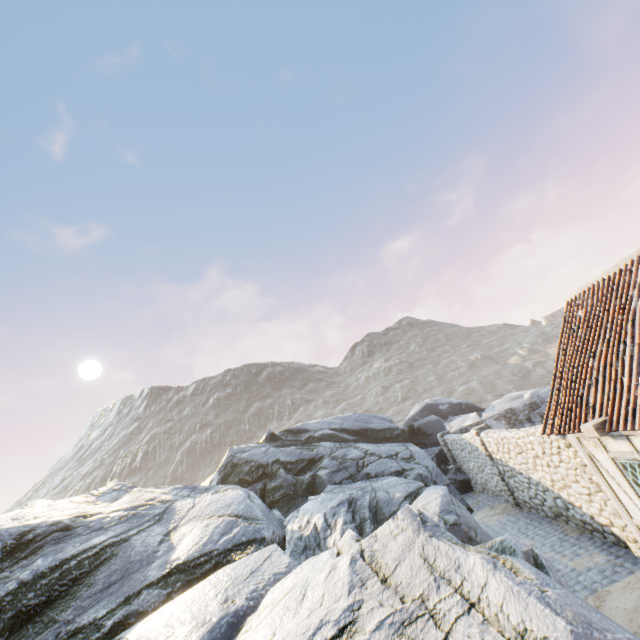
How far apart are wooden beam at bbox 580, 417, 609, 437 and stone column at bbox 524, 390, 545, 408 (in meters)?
15.48

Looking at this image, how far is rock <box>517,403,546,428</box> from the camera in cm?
1900

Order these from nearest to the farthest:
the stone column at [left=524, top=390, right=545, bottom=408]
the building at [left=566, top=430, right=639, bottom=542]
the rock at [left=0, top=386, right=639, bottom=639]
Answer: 1. the rock at [left=0, top=386, right=639, bottom=639]
2. the building at [left=566, top=430, right=639, bottom=542]
3. the stone column at [left=524, top=390, right=545, bottom=408]

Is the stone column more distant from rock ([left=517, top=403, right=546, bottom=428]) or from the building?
the building

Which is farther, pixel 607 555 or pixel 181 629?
pixel 607 555

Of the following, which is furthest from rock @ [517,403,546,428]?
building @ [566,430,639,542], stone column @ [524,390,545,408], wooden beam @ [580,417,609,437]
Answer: wooden beam @ [580,417,609,437]

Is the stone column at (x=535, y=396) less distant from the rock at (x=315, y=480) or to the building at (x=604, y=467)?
the rock at (x=315, y=480)

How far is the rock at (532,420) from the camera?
19.00m
